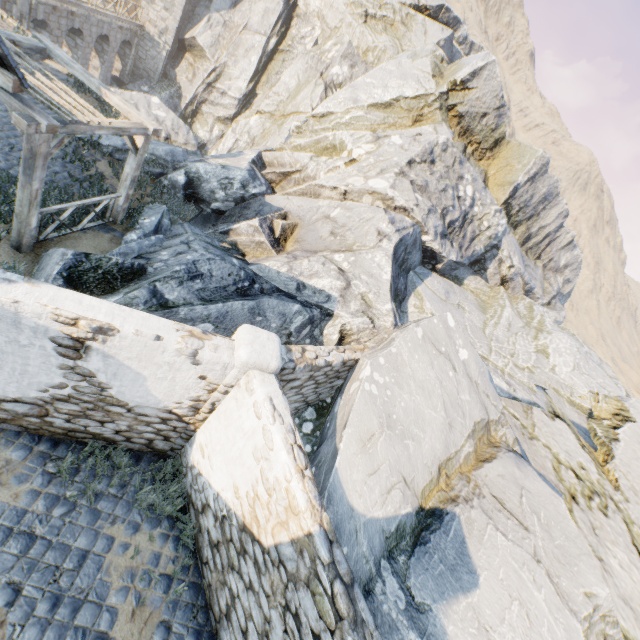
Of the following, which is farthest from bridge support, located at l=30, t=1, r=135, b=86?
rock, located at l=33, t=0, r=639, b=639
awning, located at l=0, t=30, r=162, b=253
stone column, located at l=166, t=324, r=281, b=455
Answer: stone column, located at l=166, t=324, r=281, b=455

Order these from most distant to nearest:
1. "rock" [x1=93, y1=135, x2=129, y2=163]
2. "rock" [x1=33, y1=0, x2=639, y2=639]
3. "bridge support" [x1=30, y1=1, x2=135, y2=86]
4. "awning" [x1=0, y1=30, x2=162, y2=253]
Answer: "bridge support" [x1=30, y1=1, x2=135, y2=86] < "rock" [x1=93, y1=135, x2=129, y2=163] < "awning" [x1=0, y1=30, x2=162, y2=253] < "rock" [x1=33, y1=0, x2=639, y2=639]

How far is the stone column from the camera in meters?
4.6

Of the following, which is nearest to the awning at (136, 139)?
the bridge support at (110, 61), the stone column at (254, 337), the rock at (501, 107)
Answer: the rock at (501, 107)

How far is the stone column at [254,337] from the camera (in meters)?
4.58

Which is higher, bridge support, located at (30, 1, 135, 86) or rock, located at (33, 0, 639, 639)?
rock, located at (33, 0, 639, 639)

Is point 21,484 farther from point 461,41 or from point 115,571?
point 461,41
